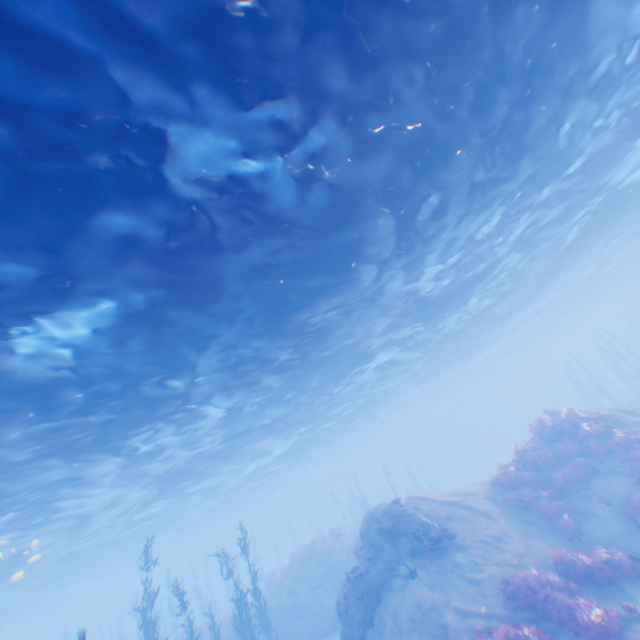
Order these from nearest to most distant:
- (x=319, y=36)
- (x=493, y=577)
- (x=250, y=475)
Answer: (x=319, y=36) → (x=493, y=577) → (x=250, y=475)

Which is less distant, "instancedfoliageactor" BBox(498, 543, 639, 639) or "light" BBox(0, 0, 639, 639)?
"light" BBox(0, 0, 639, 639)

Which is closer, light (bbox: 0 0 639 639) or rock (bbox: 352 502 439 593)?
light (bbox: 0 0 639 639)

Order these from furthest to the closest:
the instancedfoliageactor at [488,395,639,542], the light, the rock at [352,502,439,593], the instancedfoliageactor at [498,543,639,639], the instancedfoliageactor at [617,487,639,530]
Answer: the rock at [352,502,439,593] < the instancedfoliageactor at [488,395,639,542] < the instancedfoliageactor at [617,487,639,530] < the instancedfoliageactor at [498,543,639,639] < the light

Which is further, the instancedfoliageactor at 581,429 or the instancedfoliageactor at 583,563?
the instancedfoliageactor at 581,429

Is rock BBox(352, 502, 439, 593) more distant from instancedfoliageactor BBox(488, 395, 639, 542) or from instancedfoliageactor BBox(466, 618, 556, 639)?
instancedfoliageactor BBox(466, 618, 556, 639)

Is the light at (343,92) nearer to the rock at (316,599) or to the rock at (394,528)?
the rock at (394,528)

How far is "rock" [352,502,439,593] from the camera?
13.6m
